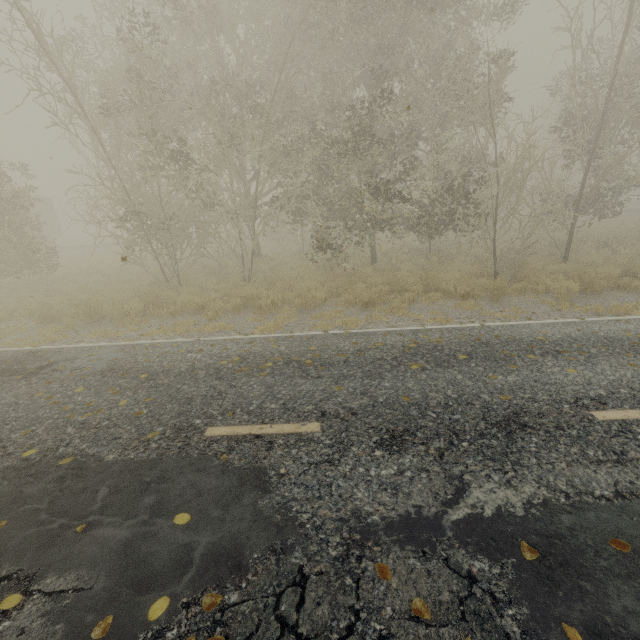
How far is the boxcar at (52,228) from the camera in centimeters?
2979cm

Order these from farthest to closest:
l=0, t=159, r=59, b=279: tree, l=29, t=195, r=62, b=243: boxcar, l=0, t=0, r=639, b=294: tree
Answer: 1. l=29, t=195, r=62, b=243: boxcar
2. l=0, t=159, r=59, b=279: tree
3. l=0, t=0, r=639, b=294: tree

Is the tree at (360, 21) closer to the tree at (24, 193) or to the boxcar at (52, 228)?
the tree at (24, 193)

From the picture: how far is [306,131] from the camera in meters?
13.6 m

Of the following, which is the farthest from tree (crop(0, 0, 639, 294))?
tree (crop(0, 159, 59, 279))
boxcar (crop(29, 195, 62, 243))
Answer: boxcar (crop(29, 195, 62, 243))

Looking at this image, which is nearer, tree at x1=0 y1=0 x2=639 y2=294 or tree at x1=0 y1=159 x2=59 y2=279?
tree at x1=0 y1=0 x2=639 y2=294

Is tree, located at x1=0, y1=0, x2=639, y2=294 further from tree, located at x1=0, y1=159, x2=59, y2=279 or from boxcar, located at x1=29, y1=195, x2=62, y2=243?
boxcar, located at x1=29, y1=195, x2=62, y2=243
